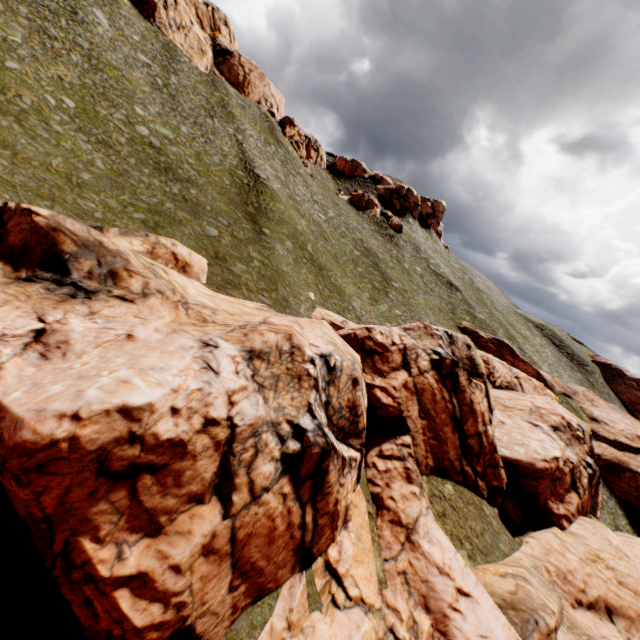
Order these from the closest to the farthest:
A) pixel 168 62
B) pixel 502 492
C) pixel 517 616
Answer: pixel 517 616, pixel 502 492, pixel 168 62

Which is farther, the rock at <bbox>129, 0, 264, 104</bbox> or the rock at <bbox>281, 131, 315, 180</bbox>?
the rock at <bbox>281, 131, 315, 180</bbox>

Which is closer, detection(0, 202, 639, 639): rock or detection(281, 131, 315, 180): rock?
detection(0, 202, 639, 639): rock

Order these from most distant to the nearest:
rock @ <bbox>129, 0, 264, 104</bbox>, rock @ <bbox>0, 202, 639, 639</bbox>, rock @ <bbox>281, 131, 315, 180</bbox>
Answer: rock @ <bbox>281, 131, 315, 180</bbox>
rock @ <bbox>129, 0, 264, 104</bbox>
rock @ <bbox>0, 202, 639, 639</bbox>

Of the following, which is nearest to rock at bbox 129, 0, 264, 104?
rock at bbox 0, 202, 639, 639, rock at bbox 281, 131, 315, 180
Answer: rock at bbox 281, 131, 315, 180

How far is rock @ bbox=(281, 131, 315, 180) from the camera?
57.1m

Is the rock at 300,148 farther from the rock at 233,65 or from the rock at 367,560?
the rock at 367,560
